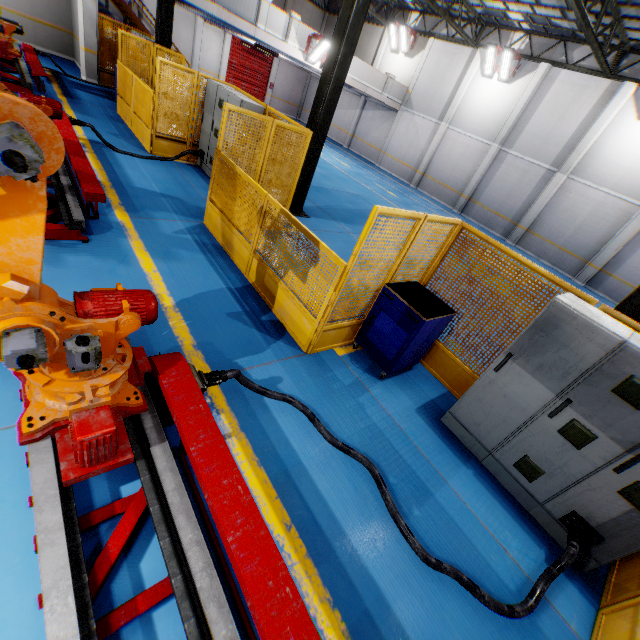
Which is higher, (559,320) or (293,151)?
(559,320)

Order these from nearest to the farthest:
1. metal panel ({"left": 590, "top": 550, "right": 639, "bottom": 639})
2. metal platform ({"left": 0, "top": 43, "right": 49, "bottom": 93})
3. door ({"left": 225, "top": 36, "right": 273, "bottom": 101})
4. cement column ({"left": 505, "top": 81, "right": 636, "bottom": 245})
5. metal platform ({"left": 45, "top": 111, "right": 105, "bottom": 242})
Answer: metal panel ({"left": 590, "top": 550, "right": 639, "bottom": 639}), metal platform ({"left": 45, "top": 111, "right": 105, "bottom": 242}), metal platform ({"left": 0, "top": 43, "right": 49, "bottom": 93}), cement column ({"left": 505, "top": 81, "right": 636, "bottom": 245}), door ({"left": 225, "top": 36, "right": 273, "bottom": 101})

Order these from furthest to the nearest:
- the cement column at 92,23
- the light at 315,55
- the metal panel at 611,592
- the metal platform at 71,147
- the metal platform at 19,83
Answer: the light at 315,55 < the cement column at 92,23 < the metal platform at 19,83 < the metal platform at 71,147 < the metal panel at 611,592

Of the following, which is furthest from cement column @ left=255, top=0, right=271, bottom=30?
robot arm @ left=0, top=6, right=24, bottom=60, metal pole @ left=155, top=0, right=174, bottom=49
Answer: robot arm @ left=0, top=6, right=24, bottom=60

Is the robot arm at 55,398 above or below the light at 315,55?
below

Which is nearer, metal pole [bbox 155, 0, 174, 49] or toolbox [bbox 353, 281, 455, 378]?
toolbox [bbox 353, 281, 455, 378]

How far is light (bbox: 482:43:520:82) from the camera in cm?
1677

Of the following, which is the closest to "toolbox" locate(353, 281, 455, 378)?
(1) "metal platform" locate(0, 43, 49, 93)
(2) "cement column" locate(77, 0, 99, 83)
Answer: (1) "metal platform" locate(0, 43, 49, 93)
